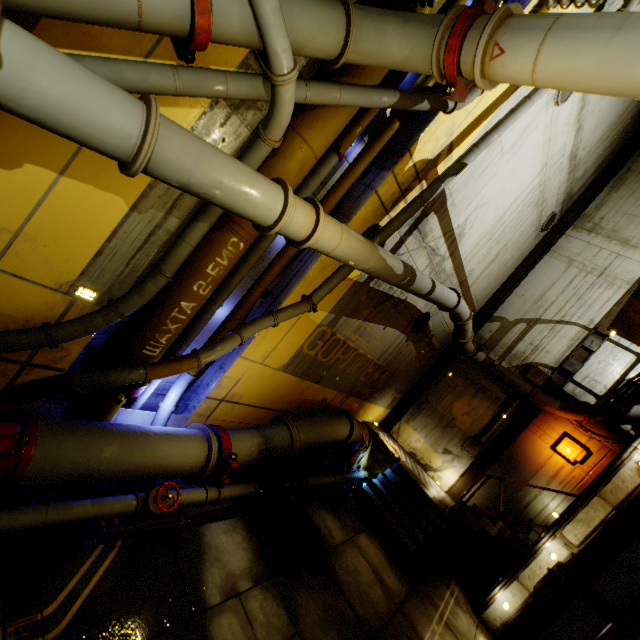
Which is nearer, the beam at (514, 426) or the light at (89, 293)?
the light at (89, 293)

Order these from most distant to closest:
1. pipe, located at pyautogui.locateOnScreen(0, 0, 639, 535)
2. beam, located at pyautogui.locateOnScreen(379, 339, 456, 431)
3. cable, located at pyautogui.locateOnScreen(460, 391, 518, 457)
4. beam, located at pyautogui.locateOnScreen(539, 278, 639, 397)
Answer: beam, located at pyautogui.locateOnScreen(379, 339, 456, 431) < cable, located at pyautogui.locateOnScreen(460, 391, 518, 457) < beam, located at pyautogui.locateOnScreen(539, 278, 639, 397) < pipe, located at pyautogui.locateOnScreen(0, 0, 639, 535)

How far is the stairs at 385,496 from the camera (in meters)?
8.95

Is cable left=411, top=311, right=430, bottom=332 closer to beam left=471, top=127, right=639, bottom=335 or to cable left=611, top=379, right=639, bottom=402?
beam left=471, top=127, right=639, bottom=335

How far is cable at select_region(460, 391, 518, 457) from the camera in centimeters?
1172cm

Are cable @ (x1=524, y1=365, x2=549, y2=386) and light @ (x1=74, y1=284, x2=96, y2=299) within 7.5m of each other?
no

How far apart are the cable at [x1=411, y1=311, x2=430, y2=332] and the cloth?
3.3 meters

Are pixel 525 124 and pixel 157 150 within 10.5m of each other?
yes
